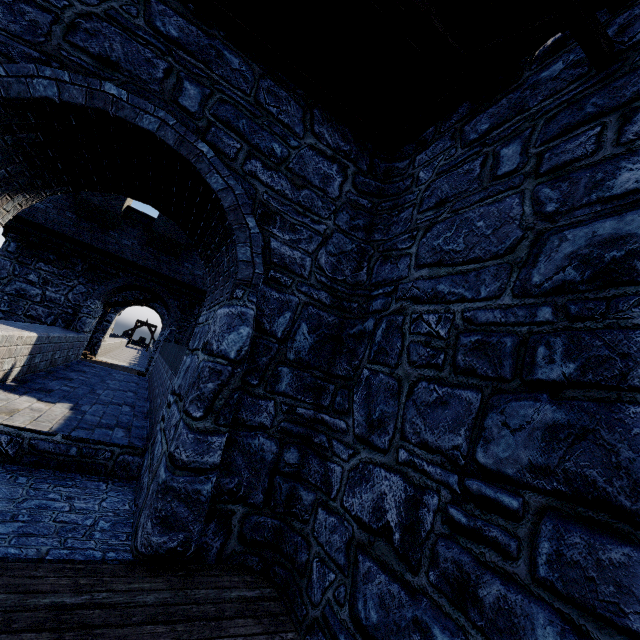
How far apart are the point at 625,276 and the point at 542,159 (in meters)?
1.36
